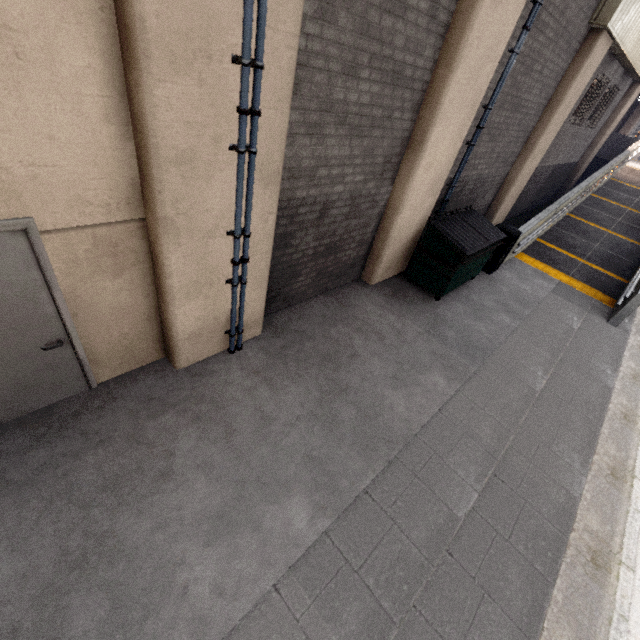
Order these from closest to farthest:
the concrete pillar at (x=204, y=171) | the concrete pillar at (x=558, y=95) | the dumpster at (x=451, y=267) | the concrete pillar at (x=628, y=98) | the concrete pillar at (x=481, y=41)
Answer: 1. the concrete pillar at (x=204, y=171)
2. the concrete pillar at (x=481, y=41)
3. the dumpster at (x=451, y=267)
4. the concrete pillar at (x=558, y=95)
5. the concrete pillar at (x=628, y=98)

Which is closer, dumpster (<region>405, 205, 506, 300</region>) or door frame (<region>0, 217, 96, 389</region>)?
door frame (<region>0, 217, 96, 389</region>)

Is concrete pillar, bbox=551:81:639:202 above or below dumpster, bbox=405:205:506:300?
above

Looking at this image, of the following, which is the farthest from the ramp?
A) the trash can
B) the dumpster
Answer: the dumpster

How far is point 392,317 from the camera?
6.1m

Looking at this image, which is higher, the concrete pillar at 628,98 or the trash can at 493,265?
the concrete pillar at 628,98

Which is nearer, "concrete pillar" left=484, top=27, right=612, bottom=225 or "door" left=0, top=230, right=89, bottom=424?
"door" left=0, top=230, right=89, bottom=424

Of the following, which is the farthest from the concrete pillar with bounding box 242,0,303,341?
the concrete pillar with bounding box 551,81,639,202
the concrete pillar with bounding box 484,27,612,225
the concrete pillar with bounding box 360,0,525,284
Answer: the concrete pillar with bounding box 551,81,639,202
